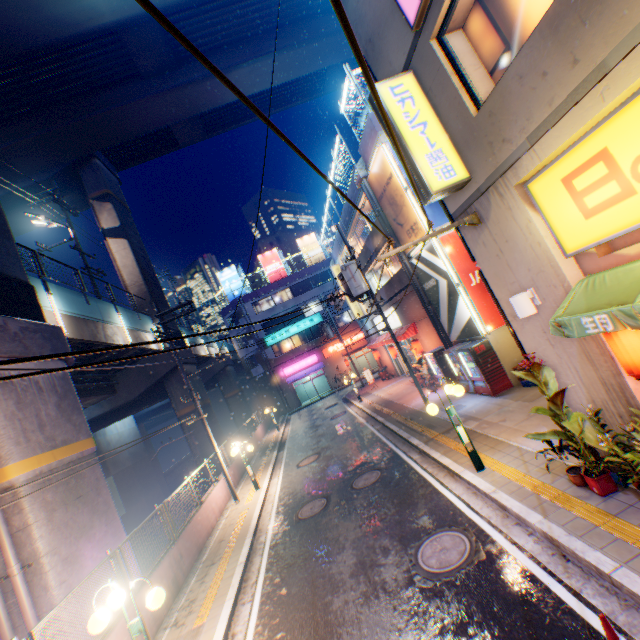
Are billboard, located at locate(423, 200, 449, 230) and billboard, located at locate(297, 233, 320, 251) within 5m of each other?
no

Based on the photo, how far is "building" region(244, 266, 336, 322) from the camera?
41.0m

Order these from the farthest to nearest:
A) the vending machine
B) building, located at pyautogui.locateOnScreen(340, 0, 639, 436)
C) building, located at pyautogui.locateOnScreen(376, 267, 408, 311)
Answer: building, located at pyautogui.locateOnScreen(376, 267, 408, 311), the vending machine, building, located at pyautogui.locateOnScreen(340, 0, 639, 436)

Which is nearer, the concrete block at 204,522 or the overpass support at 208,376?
the concrete block at 204,522

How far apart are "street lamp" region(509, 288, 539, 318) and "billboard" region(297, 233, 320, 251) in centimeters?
3911cm

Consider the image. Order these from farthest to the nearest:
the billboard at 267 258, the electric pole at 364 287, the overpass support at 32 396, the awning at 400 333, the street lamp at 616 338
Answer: the billboard at 267 258 < the awning at 400 333 < the electric pole at 364 287 < the overpass support at 32 396 < the street lamp at 616 338

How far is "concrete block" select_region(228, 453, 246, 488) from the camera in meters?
16.8 m

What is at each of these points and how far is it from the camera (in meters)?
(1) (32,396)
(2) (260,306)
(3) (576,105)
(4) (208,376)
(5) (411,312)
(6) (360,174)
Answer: (1) overpass support, 9.10
(2) window glass, 41.72
(3) building, 3.96
(4) overpass support, 34.50
(5) building, 19.33
(6) ventilation tube, 16.06
